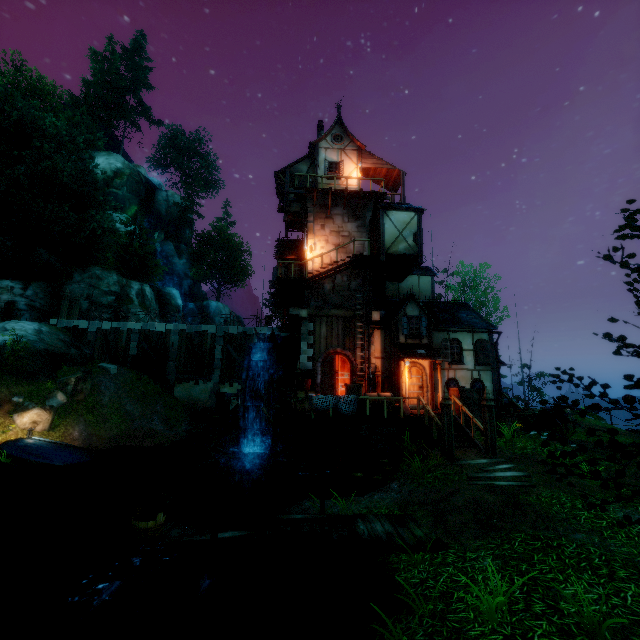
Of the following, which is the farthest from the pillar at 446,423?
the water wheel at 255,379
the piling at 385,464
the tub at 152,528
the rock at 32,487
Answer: the rock at 32,487

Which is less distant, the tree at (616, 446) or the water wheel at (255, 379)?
the tree at (616, 446)

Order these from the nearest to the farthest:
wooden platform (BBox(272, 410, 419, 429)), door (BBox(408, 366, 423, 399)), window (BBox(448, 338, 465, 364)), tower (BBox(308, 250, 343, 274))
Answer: wooden platform (BBox(272, 410, 419, 429)) < door (BBox(408, 366, 423, 399)) < window (BBox(448, 338, 465, 364)) < tower (BBox(308, 250, 343, 274))

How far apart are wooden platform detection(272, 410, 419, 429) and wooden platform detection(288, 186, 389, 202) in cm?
1279

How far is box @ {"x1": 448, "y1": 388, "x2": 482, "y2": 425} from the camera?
14.48m

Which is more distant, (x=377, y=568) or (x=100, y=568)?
(x=100, y=568)

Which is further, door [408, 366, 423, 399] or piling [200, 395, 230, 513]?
door [408, 366, 423, 399]

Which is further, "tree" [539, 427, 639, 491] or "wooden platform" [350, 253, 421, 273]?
"wooden platform" [350, 253, 421, 273]
